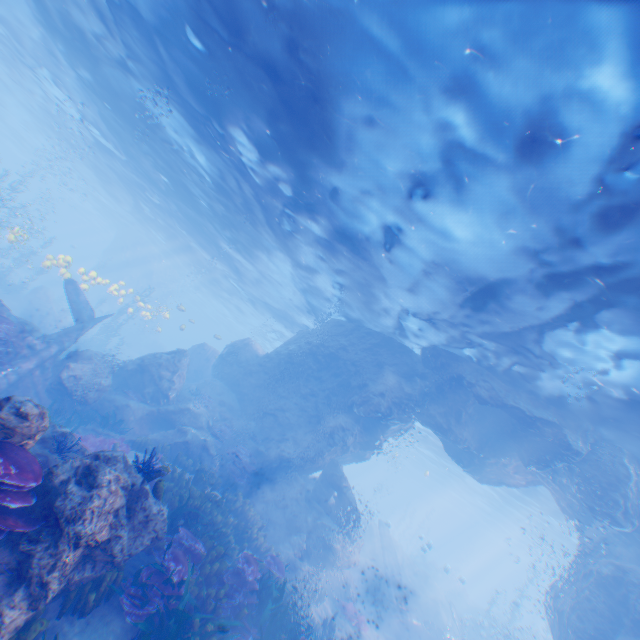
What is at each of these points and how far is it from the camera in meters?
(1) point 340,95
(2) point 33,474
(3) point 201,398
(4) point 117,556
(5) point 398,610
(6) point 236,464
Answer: (1) light, 8.2
(2) instancedfoliageactor, 4.6
(3) instancedfoliageactor, 19.0
(4) rock, 5.4
(5) plane, 20.2
(6) instancedfoliageactor, 15.7

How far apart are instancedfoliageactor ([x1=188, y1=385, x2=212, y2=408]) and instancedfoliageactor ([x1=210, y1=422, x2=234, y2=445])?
1.3 meters

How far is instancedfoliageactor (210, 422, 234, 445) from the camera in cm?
1694

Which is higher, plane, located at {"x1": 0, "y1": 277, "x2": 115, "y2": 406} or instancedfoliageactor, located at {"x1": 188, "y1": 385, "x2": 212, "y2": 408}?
instancedfoliageactor, located at {"x1": 188, "y1": 385, "x2": 212, "y2": 408}

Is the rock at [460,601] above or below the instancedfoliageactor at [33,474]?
below

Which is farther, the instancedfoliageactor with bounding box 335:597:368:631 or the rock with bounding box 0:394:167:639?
the instancedfoliageactor with bounding box 335:597:368:631

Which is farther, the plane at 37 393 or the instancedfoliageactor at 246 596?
the plane at 37 393

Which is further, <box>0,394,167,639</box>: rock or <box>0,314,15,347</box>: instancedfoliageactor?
<box>0,314,15,347</box>: instancedfoliageactor
